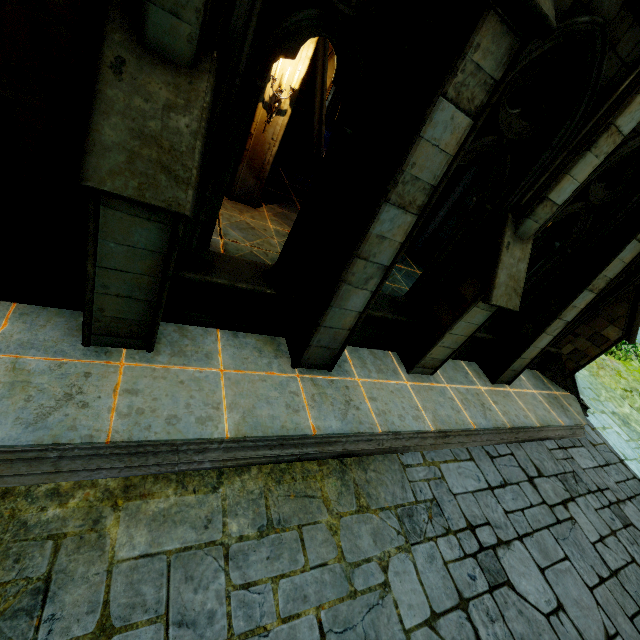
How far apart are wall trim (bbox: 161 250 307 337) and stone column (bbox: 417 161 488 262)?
5.7m

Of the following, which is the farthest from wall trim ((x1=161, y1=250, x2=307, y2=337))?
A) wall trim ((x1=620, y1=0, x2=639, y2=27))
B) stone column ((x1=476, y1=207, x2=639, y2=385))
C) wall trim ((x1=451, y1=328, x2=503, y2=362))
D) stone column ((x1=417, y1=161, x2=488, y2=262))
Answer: stone column ((x1=417, y1=161, x2=488, y2=262))

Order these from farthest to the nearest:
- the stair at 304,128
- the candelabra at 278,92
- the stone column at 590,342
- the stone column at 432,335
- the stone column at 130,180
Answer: the stair at 304,128 < the stone column at 590,342 < the candelabra at 278,92 < the stone column at 432,335 < the stone column at 130,180

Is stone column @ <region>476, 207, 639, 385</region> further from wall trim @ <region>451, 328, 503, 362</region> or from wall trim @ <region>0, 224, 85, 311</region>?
wall trim @ <region>0, 224, 85, 311</region>

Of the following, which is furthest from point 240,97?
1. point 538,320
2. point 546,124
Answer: point 538,320

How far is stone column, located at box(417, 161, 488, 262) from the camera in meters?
8.5

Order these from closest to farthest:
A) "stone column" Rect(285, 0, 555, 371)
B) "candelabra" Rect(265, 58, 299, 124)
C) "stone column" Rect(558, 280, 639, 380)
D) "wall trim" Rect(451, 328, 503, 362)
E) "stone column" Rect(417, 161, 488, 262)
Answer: "stone column" Rect(285, 0, 555, 371) → "candelabra" Rect(265, 58, 299, 124) → "wall trim" Rect(451, 328, 503, 362) → "stone column" Rect(558, 280, 639, 380) → "stone column" Rect(417, 161, 488, 262)

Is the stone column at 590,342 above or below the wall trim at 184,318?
above
